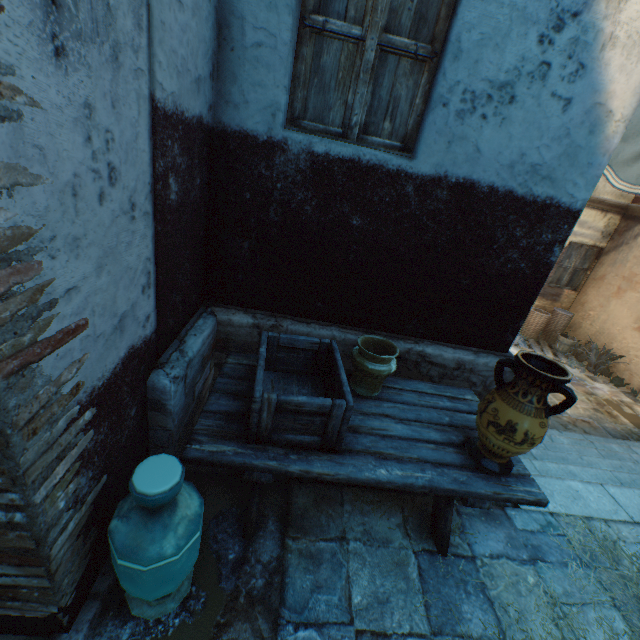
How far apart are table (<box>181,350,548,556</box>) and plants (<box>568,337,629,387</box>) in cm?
724

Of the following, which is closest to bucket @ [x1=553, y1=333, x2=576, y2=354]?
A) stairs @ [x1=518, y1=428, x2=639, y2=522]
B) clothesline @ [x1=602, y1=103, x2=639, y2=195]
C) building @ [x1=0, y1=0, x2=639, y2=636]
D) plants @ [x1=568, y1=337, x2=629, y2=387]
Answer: plants @ [x1=568, y1=337, x2=629, y2=387]

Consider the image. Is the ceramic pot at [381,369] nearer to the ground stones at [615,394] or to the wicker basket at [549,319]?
the ground stones at [615,394]

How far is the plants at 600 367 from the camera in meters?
7.7 m

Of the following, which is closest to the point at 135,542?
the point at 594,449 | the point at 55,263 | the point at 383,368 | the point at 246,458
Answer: the point at 246,458

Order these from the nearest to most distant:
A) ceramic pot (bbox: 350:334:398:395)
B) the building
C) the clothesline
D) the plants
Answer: the building → ceramic pot (bbox: 350:334:398:395) → the clothesline → the plants

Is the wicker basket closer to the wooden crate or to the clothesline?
the clothesline

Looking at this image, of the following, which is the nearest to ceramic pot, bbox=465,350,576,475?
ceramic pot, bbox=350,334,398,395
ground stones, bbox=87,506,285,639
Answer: ceramic pot, bbox=350,334,398,395
